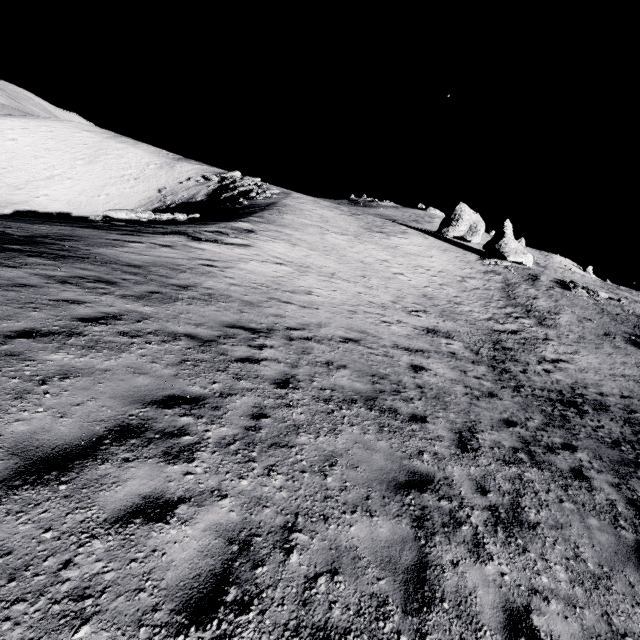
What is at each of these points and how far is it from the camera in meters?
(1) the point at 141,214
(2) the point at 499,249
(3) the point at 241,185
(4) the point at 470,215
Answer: (1) stone, 19.5 m
(2) stone, 47.1 m
(3) stone, 53.4 m
(4) stone, 58.1 m

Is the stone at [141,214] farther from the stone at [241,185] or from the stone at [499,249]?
the stone at [499,249]

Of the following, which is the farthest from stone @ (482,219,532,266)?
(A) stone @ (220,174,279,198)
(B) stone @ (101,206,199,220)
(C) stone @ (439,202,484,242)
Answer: (B) stone @ (101,206,199,220)

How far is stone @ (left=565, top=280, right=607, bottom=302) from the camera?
39.31m

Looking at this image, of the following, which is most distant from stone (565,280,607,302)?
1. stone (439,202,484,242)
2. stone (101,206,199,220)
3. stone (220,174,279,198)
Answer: stone (101,206,199,220)

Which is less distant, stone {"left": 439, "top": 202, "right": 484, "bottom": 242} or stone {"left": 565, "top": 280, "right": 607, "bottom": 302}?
stone {"left": 565, "top": 280, "right": 607, "bottom": 302}

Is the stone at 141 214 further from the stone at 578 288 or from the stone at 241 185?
the stone at 578 288

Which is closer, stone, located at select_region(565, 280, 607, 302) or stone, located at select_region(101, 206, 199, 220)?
stone, located at select_region(101, 206, 199, 220)
